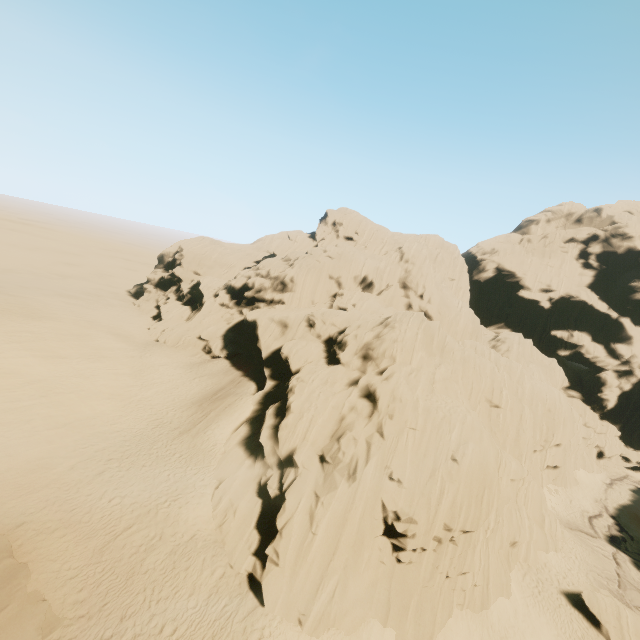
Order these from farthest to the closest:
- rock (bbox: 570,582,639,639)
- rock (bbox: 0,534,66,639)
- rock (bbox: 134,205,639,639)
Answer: rock (bbox: 570,582,639,639), rock (bbox: 134,205,639,639), rock (bbox: 0,534,66,639)

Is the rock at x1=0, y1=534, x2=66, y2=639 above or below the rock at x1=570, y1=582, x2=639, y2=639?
above

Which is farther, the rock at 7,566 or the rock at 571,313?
the rock at 571,313

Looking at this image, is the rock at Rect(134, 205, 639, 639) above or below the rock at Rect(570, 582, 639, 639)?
above

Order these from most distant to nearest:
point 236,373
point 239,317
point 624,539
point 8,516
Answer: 1. point 239,317
2. point 236,373
3. point 624,539
4. point 8,516

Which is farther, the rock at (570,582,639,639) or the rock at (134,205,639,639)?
the rock at (570,582,639,639)

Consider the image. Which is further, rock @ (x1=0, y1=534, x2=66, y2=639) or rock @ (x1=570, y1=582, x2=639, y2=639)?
rock @ (x1=570, y1=582, x2=639, y2=639)

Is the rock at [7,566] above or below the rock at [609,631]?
above
